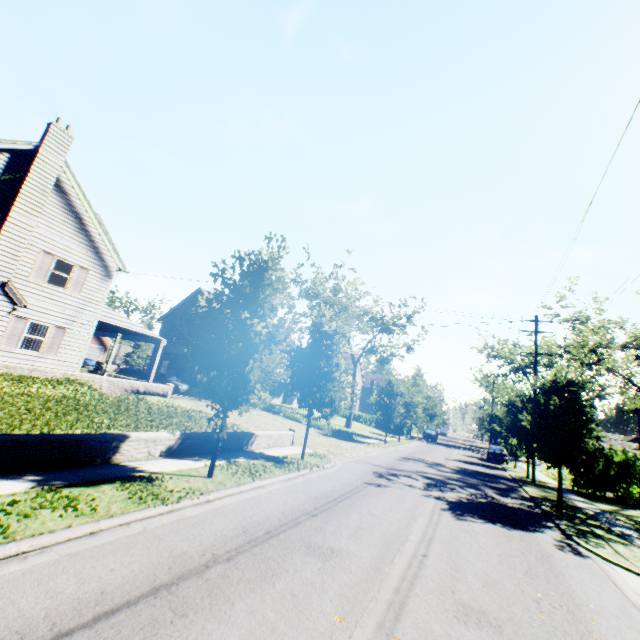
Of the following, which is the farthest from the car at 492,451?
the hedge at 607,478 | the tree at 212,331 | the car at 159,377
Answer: the car at 159,377

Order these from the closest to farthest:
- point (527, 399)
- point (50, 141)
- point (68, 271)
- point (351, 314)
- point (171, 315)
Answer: point (50, 141), point (68, 271), point (527, 399), point (351, 314), point (171, 315)

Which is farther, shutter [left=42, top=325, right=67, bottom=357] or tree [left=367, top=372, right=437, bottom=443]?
tree [left=367, top=372, right=437, bottom=443]

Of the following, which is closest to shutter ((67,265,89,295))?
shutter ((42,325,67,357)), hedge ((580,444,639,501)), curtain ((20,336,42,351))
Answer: shutter ((42,325,67,357))

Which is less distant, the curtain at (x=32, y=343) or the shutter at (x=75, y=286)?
the curtain at (x=32, y=343)

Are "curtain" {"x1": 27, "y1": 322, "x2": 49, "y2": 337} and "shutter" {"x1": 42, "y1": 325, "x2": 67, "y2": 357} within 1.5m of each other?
yes

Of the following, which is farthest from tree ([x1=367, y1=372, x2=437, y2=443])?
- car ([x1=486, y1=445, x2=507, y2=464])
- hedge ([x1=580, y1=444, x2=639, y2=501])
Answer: car ([x1=486, y1=445, x2=507, y2=464])

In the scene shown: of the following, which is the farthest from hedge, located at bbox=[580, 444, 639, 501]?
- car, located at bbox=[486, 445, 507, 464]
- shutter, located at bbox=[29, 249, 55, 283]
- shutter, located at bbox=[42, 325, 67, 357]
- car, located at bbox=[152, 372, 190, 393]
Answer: shutter, located at bbox=[29, 249, 55, 283]
